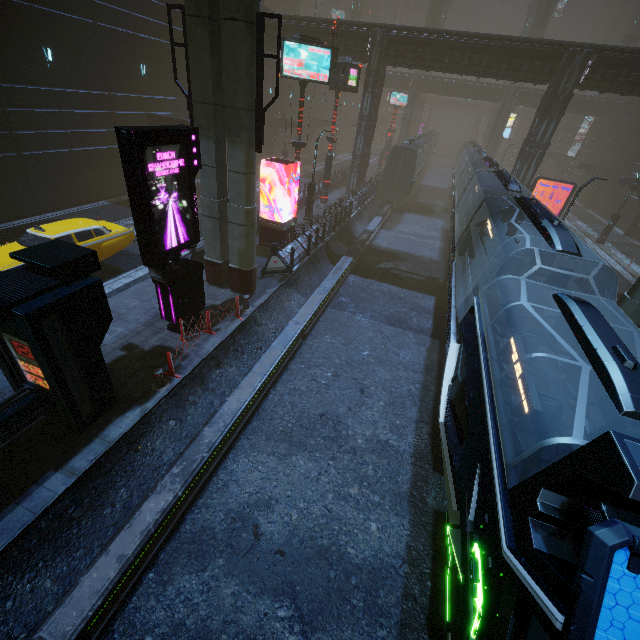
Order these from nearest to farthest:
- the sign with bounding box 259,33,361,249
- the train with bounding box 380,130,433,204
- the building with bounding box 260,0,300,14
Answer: the sign with bounding box 259,33,361,249 < the train with bounding box 380,130,433,204 < the building with bounding box 260,0,300,14

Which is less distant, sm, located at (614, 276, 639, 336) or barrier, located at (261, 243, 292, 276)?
sm, located at (614, 276, 639, 336)

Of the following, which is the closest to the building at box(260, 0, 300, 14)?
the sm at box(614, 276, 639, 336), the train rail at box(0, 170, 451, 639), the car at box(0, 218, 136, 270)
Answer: the train rail at box(0, 170, 451, 639)

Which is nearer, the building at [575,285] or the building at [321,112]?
the building at [575,285]

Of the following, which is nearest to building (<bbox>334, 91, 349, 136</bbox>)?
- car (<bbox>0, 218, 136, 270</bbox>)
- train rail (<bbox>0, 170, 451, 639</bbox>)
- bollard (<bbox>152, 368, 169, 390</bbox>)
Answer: train rail (<bbox>0, 170, 451, 639</bbox>)

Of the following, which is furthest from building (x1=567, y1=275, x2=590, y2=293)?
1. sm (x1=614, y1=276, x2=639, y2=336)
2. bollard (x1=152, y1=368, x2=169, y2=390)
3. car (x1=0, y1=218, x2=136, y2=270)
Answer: car (x1=0, y1=218, x2=136, y2=270)

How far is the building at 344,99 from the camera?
56.9 meters

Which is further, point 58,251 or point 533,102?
point 533,102
